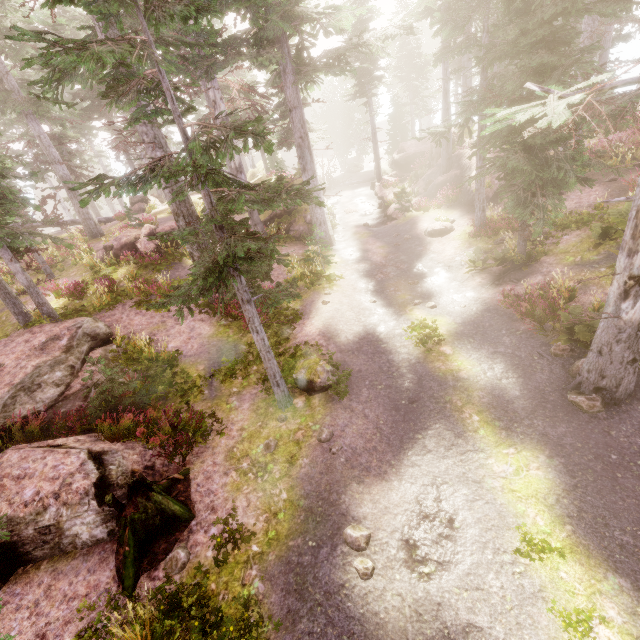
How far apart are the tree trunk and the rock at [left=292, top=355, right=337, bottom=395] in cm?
352

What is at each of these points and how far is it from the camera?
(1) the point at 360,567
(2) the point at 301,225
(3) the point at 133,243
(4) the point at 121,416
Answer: (1) instancedfoliageactor, 5.5 meters
(2) rock, 21.7 meters
(3) rock, 19.3 meters
(4) instancedfoliageactor, 8.7 meters

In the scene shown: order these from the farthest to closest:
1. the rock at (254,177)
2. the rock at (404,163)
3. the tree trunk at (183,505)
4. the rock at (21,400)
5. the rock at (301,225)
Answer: the rock at (254,177), the rock at (404,163), the rock at (301,225), the rock at (21,400), the tree trunk at (183,505)

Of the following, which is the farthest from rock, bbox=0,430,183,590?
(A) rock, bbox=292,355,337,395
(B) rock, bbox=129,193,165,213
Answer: (B) rock, bbox=129,193,165,213

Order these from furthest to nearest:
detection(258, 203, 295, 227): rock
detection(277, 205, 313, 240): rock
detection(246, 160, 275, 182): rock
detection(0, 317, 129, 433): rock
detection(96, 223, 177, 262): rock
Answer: detection(246, 160, 275, 182): rock → detection(258, 203, 295, 227): rock → detection(277, 205, 313, 240): rock → detection(96, 223, 177, 262): rock → detection(0, 317, 129, 433): rock

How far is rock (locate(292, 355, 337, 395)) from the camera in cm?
944

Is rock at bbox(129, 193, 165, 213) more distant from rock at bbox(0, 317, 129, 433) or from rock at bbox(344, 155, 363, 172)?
rock at bbox(344, 155, 363, 172)

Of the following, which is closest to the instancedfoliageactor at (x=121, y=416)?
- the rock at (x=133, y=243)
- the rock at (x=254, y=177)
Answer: the rock at (x=254, y=177)
